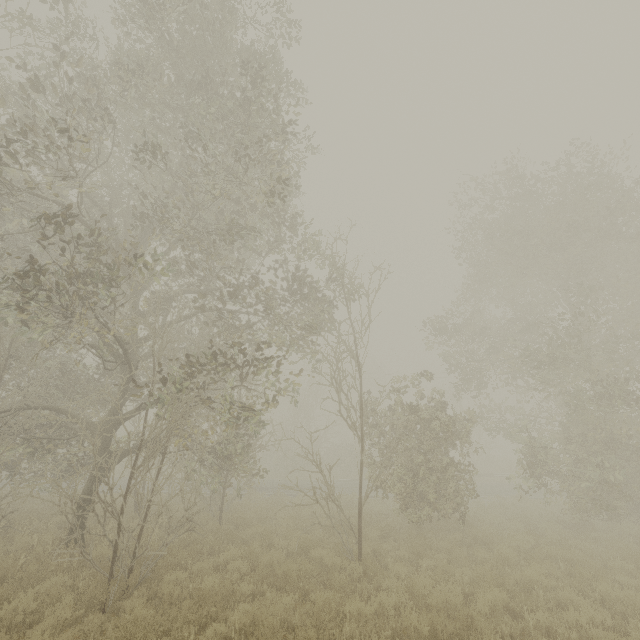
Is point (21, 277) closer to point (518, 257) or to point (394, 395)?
point (394, 395)
